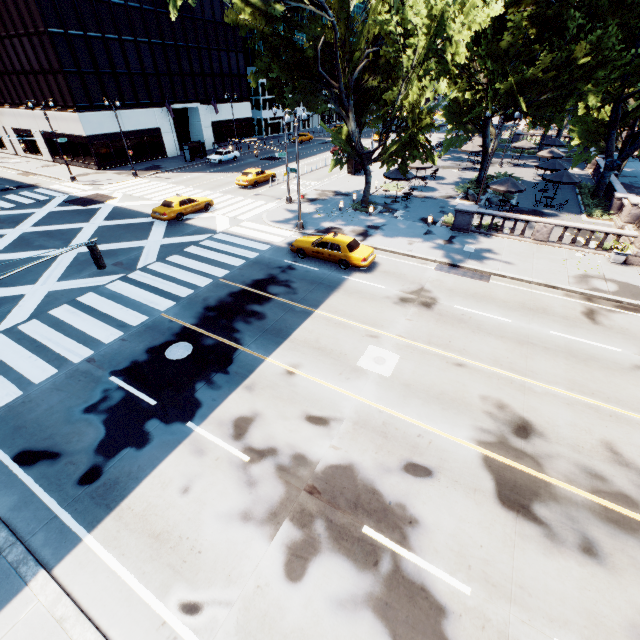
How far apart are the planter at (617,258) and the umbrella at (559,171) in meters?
15.2 m

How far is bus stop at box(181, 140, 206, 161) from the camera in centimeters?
4262cm

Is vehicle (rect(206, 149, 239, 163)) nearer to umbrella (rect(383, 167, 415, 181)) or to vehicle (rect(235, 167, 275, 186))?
vehicle (rect(235, 167, 275, 186))

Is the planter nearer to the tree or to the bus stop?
the tree

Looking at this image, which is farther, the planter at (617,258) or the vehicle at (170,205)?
the vehicle at (170,205)

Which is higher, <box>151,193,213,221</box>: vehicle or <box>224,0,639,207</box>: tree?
<box>224,0,639,207</box>: tree

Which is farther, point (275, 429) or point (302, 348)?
point (302, 348)

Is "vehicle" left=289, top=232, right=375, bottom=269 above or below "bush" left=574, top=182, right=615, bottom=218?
above
